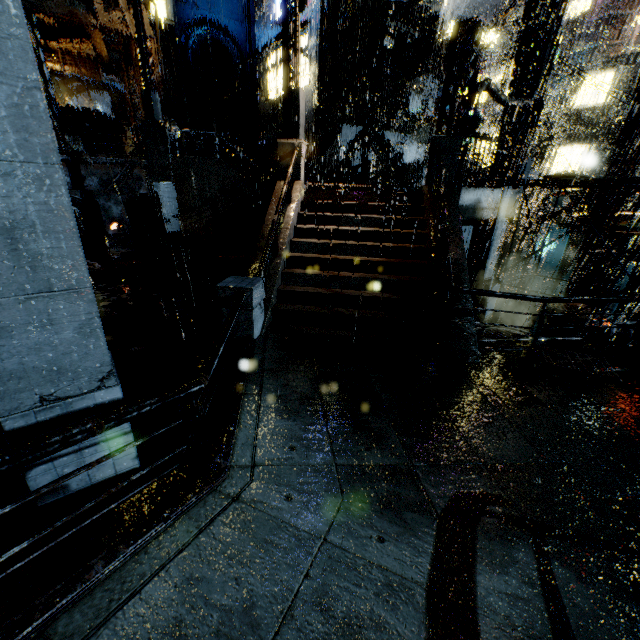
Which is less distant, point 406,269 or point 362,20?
point 406,269

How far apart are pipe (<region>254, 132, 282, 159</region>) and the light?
16.77m

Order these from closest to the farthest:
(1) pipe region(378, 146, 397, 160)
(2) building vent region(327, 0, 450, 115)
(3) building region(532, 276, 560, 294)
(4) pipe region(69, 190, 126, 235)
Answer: (4) pipe region(69, 190, 126, 235)
(2) building vent region(327, 0, 450, 115)
(1) pipe region(378, 146, 397, 160)
(3) building region(532, 276, 560, 294)

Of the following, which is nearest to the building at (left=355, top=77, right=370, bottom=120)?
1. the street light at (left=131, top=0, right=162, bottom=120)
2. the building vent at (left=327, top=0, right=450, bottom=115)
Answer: the building vent at (left=327, top=0, right=450, bottom=115)

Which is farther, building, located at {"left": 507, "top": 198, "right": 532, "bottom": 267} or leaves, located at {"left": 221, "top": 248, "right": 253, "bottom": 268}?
building, located at {"left": 507, "top": 198, "right": 532, "bottom": 267}

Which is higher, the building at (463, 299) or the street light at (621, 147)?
the street light at (621, 147)

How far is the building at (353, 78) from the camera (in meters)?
21.48

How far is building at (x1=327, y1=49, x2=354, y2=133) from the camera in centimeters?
2031cm
